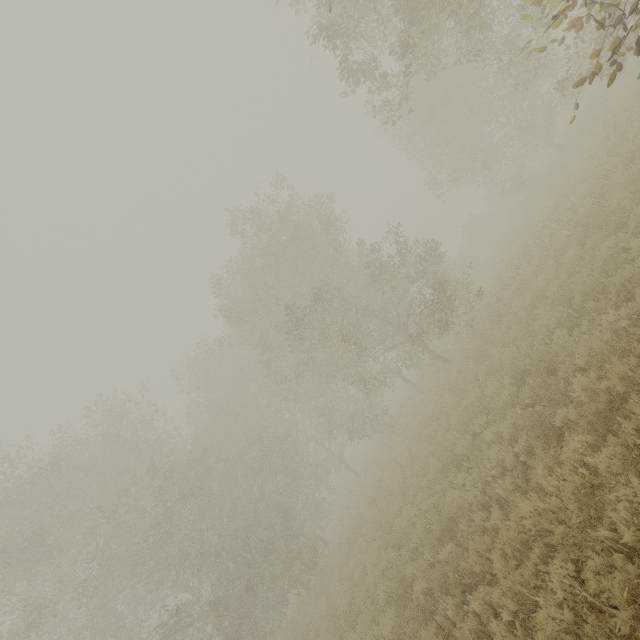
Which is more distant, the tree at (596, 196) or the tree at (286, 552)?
the tree at (286, 552)

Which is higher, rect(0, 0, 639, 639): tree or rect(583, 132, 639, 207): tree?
rect(0, 0, 639, 639): tree

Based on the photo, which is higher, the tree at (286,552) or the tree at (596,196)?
the tree at (286,552)

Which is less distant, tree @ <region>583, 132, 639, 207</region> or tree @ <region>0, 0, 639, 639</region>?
tree @ <region>583, 132, 639, 207</region>

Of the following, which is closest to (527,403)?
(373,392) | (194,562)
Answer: (373,392)
